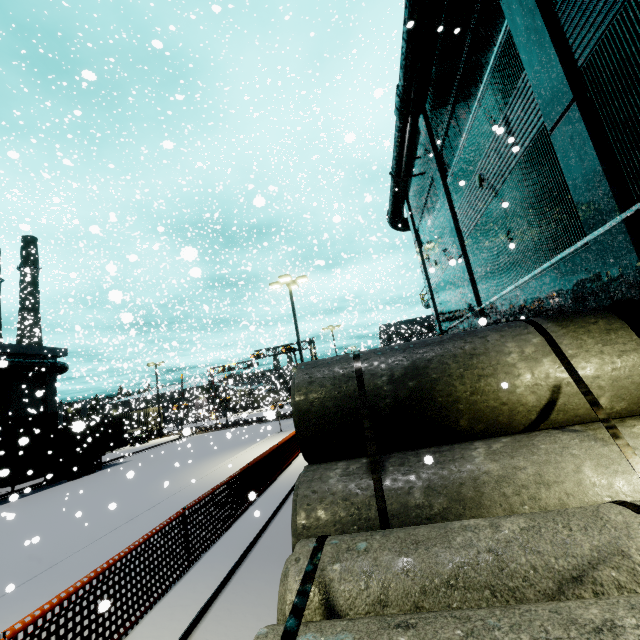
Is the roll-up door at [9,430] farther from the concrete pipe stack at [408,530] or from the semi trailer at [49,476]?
the concrete pipe stack at [408,530]

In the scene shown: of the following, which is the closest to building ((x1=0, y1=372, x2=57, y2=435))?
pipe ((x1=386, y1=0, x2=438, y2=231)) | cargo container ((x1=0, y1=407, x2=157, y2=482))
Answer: pipe ((x1=386, y1=0, x2=438, y2=231))

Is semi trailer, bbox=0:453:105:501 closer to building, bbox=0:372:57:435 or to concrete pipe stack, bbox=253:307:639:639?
building, bbox=0:372:57:435

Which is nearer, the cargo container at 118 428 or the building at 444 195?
the building at 444 195

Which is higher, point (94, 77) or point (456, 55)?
point (456, 55)

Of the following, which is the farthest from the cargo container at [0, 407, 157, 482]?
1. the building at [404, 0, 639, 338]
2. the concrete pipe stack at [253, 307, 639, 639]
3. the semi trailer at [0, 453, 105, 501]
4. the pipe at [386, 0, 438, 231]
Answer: the concrete pipe stack at [253, 307, 639, 639]

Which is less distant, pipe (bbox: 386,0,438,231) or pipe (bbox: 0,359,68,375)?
A: pipe (bbox: 386,0,438,231)
